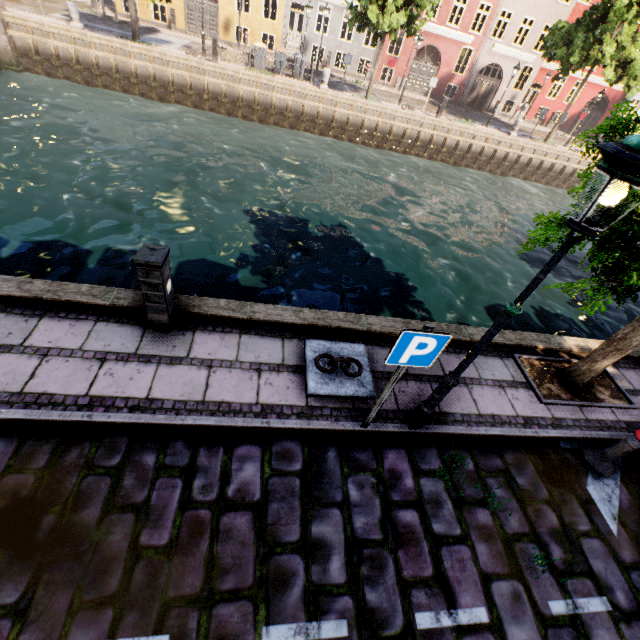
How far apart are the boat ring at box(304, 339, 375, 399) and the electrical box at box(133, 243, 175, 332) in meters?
2.0

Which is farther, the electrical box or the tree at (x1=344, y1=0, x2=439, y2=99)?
the tree at (x1=344, y1=0, x2=439, y2=99)

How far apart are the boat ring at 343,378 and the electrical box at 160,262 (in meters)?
1.97

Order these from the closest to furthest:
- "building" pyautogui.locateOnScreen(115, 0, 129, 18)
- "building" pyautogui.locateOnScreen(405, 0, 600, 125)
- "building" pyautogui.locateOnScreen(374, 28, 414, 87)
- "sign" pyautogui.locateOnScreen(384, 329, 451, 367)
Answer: "sign" pyautogui.locateOnScreen(384, 329, 451, 367) < "building" pyautogui.locateOnScreen(115, 0, 129, 18) < "building" pyautogui.locateOnScreen(405, 0, 600, 125) < "building" pyautogui.locateOnScreen(374, 28, 414, 87)

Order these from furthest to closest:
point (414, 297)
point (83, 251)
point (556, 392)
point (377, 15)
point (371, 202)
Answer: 1. point (377, 15)
2. point (371, 202)
3. point (414, 297)
4. point (83, 251)
5. point (556, 392)

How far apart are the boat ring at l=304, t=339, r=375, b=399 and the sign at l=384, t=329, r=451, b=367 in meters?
1.5

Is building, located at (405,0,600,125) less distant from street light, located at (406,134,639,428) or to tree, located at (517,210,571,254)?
tree, located at (517,210,571,254)

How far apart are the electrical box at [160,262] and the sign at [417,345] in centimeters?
282cm
